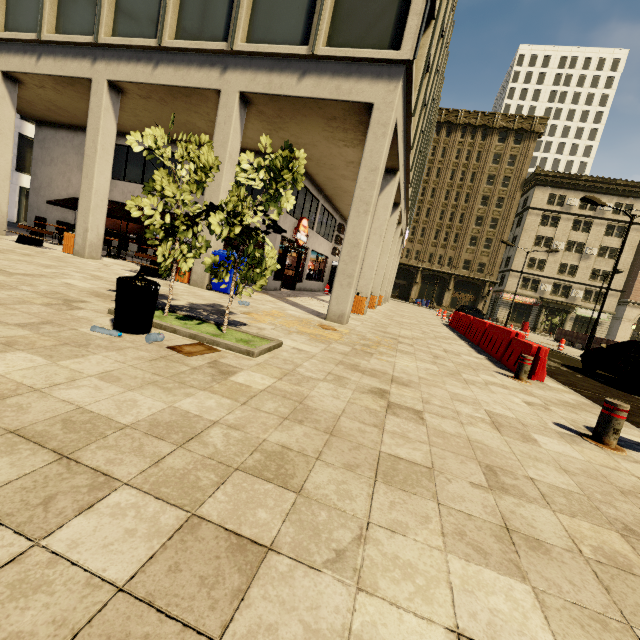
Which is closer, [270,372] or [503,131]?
[270,372]

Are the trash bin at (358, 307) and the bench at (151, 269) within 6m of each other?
no

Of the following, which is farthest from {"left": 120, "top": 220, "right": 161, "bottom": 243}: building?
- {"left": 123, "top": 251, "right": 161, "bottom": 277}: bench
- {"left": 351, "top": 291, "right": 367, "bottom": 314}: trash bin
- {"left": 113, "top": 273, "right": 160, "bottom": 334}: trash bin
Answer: {"left": 113, "top": 273, "right": 160, "bottom": 334}: trash bin

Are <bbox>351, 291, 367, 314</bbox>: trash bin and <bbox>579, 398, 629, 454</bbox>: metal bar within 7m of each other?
no

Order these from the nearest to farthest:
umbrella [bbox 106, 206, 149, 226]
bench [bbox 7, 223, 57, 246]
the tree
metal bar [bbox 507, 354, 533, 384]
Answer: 1. the tree
2. metal bar [bbox 507, 354, 533, 384]
3. bench [bbox 7, 223, 57, 246]
4. umbrella [bbox 106, 206, 149, 226]

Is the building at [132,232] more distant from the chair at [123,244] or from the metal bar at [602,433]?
the metal bar at [602,433]

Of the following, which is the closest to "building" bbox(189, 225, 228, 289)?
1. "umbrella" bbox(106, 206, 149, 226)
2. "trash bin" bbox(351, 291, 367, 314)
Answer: "trash bin" bbox(351, 291, 367, 314)

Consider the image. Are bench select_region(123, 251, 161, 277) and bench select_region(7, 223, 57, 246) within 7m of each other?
yes
